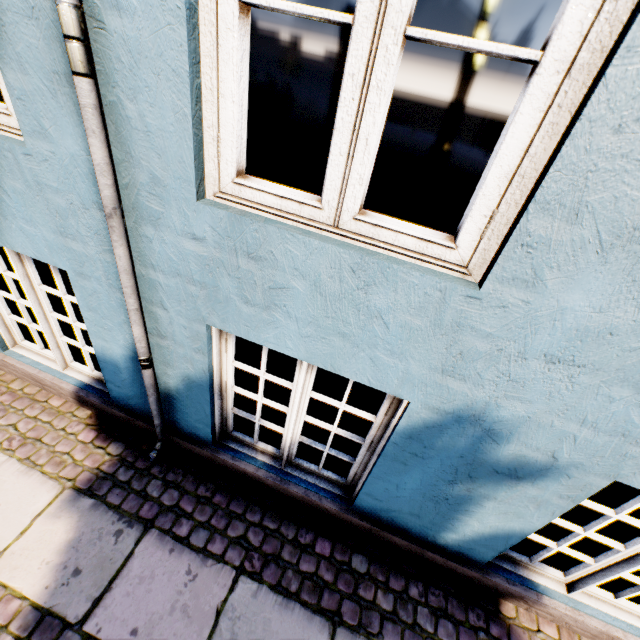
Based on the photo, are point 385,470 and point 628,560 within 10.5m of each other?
yes
